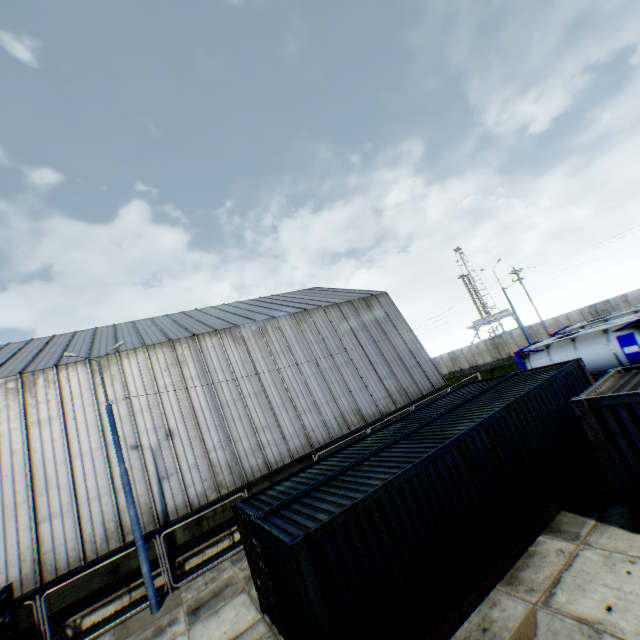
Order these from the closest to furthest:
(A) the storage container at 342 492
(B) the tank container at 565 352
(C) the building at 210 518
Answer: (A) the storage container at 342 492
(C) the building at 210 518
(B) the tank container at 565 352

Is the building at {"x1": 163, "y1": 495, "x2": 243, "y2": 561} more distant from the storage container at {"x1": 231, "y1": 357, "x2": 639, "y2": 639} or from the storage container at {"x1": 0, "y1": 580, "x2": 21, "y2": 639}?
the storage container at {"x1": 231, "y1": 357, "x2": 639, "y2": 639}

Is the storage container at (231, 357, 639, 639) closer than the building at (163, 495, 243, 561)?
Yes

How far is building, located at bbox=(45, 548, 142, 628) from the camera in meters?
12.8

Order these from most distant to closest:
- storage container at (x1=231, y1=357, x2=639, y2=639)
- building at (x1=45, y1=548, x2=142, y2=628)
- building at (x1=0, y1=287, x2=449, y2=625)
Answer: building at (x1=0, y1=287, x2=449, y2=625)
building at (x1=45, y1=548, x2=142, y2=628)
storage container at (x1=231, y1=357, x2=639, y2=639)

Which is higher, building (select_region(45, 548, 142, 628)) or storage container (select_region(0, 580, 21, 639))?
storage container (select_region(0, 580, 21, 639))

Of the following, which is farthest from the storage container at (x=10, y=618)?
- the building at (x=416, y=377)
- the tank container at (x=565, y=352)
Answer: the tank container at (x=565, y=352)

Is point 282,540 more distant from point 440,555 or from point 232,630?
point 232,630
